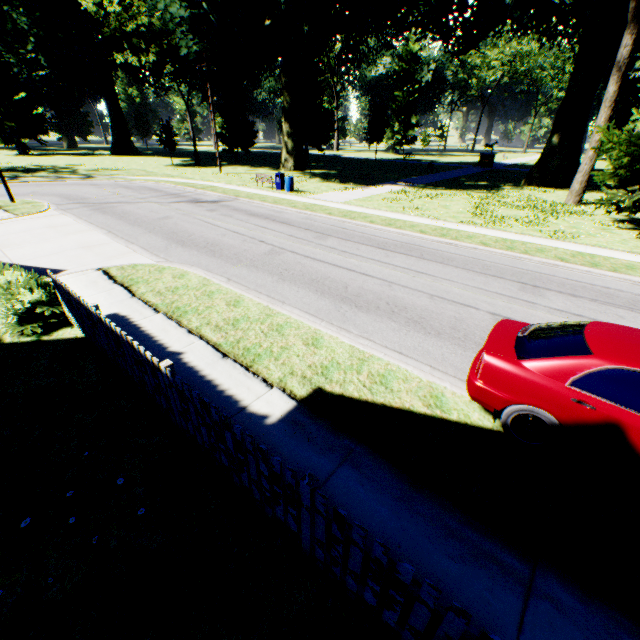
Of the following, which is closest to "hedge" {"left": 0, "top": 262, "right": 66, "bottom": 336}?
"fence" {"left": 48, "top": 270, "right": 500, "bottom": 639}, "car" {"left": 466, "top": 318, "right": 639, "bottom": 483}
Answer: "fence" {"left": 48, "top": 270, "right": 500, "bottom": 639}

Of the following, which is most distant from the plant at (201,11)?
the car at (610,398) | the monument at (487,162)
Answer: the car at (610,398)

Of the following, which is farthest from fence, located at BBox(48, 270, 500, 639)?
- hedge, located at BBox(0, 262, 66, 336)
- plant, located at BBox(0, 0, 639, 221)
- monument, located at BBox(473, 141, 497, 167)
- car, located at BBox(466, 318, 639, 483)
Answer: monument, located at BBox(473, 141, 497, 167)

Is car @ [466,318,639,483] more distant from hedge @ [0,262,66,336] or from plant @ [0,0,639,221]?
plant @ [0,0,639,221]

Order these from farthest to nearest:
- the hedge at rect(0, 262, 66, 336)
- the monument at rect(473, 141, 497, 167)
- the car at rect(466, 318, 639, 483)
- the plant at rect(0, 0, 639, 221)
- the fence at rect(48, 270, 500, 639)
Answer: the monument at rect(473, 141, 497, 167), the plant at rect(0, 0, 639, 221), the hedge at rect(0, 262, 66, 336), the car at rect(466, 318, 639, 483), the fence at rect(48, 270, 500, 639)

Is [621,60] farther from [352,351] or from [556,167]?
[352,351]

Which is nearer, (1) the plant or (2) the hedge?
(2) the hedge

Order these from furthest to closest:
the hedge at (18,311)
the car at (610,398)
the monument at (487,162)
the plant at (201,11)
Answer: A:
1. the monument at (487,162)
2. the plant at (201,11)
3. the hedge at (18,311)
4. the car at (610,398)
